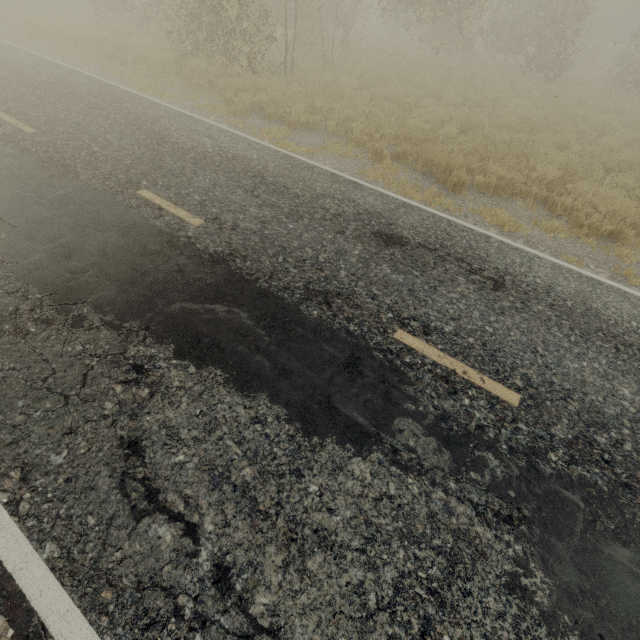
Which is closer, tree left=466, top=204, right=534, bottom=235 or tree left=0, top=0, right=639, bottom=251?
tree left=466, top=204, right=534, bottom=235

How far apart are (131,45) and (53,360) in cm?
1542

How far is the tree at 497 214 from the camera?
6.5 meters

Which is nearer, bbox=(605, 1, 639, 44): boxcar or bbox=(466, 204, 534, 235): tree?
bbox=(466, 204, 534, 235): tree

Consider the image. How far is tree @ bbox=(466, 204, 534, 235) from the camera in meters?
6.5

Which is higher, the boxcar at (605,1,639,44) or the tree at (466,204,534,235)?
the boxcar at (605,1,639,44)

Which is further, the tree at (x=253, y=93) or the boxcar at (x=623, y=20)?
the boxcar at (x=623, y=20)
